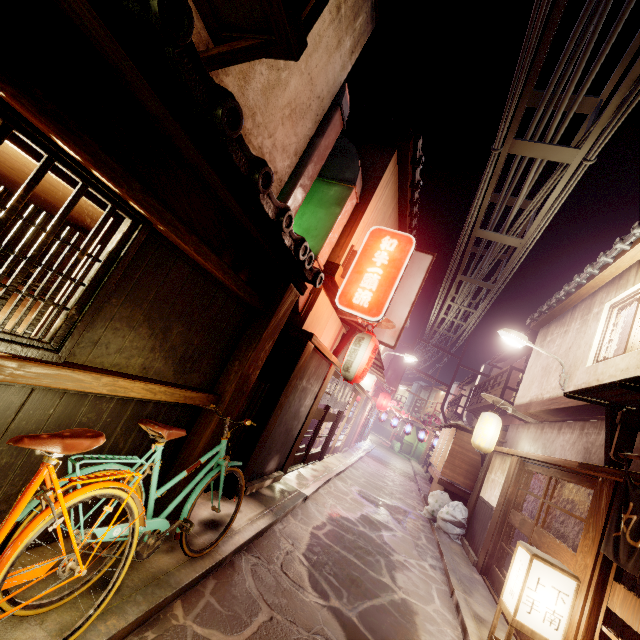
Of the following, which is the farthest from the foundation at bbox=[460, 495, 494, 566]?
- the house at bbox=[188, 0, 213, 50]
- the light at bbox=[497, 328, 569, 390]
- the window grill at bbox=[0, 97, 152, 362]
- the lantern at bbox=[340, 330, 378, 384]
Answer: the window grill at bbox=[0, 97, 152, 362]

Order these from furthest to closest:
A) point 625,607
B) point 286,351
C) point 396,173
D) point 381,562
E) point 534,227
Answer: point 534,227 < point 396,173 < point 381,562 < point 286,351 < point 625,607

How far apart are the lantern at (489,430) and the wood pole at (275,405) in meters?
11.0

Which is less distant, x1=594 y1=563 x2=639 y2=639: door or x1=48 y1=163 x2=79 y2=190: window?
x1=48 y1=163 x2=79 y2=190: window

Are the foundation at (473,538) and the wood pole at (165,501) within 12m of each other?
no

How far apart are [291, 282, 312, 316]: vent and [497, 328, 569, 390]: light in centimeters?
985cm

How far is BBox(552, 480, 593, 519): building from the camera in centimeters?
1366cm

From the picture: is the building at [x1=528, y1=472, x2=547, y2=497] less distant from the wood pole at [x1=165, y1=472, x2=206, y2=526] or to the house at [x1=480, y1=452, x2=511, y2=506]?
the house at [x1=480, y1=452, x2=511, y2=506]
